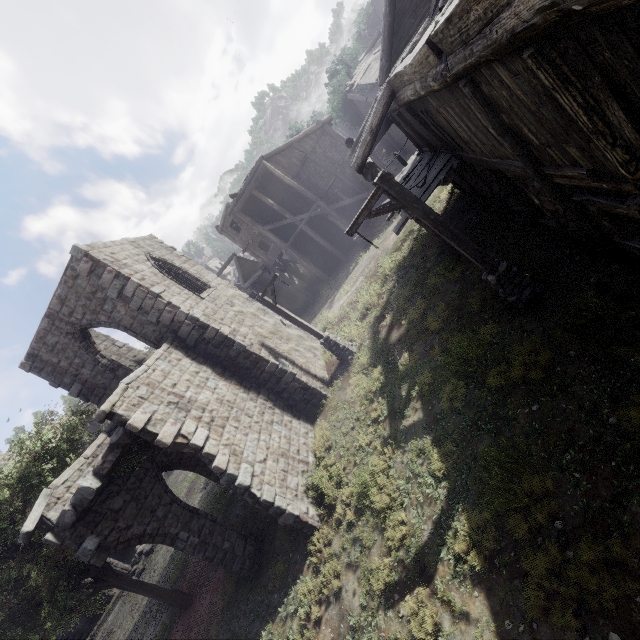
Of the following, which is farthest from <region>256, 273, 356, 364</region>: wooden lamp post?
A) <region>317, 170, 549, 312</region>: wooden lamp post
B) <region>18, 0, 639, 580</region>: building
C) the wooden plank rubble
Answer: the wooden plank rubble

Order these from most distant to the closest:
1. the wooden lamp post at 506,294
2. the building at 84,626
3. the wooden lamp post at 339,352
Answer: the building at 84,626 < the wooden lamp post at 339,352 < the wooden lamp post at 506,294

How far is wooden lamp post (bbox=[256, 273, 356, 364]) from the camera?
14.35m

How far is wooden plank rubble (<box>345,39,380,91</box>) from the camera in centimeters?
2420cm

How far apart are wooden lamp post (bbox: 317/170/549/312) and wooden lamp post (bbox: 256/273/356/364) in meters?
6.3

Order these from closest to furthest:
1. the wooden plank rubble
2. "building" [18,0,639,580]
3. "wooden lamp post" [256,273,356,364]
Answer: "building" [18,0,639,580] < "wooden lamp post" [256,273,356,364] < the wooden plank rubble

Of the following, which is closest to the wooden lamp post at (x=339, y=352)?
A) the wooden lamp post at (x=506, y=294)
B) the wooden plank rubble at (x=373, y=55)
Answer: the wooden lamp post at (x=506, y=294)

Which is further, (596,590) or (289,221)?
(289,221)
